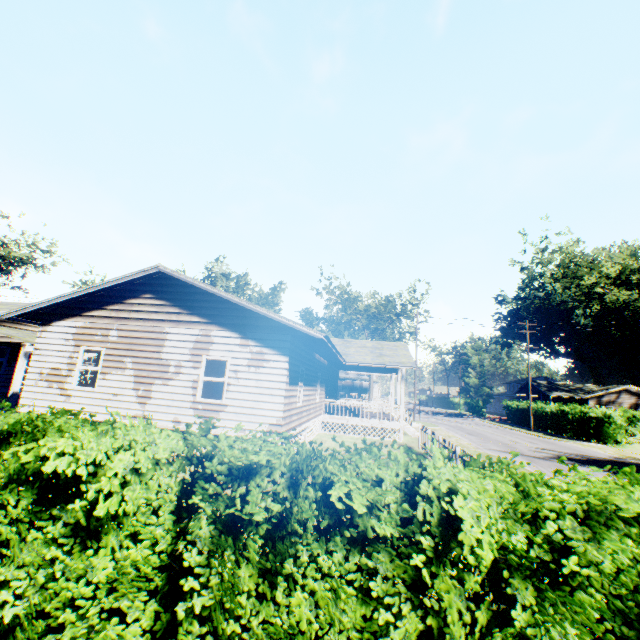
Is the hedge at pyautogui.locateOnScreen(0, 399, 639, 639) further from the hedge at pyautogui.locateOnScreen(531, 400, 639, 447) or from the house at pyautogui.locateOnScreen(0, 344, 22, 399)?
the hedge at pyautogui.locateOnScreen(531, 400, 639, 447)

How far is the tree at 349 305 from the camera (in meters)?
48.00

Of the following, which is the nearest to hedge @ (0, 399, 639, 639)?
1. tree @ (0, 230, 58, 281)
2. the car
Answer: the car

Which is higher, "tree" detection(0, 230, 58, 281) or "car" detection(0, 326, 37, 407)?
"tree" detection(0, 230, 58, 281)

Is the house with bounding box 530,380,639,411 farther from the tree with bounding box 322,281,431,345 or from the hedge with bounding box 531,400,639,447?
the tree with bounding box 322,281,431,345

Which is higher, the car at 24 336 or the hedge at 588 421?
the car at 24 336

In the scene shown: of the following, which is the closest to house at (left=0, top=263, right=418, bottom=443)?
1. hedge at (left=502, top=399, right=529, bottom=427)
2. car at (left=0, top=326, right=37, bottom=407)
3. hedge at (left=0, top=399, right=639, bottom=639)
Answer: car at (left=0, top=326, right=37, bottom=407)

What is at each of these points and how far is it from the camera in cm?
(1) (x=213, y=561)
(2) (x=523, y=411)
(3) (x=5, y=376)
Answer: (1) hedge, 276
(2) hedge, 3978
(3) house, 1920
